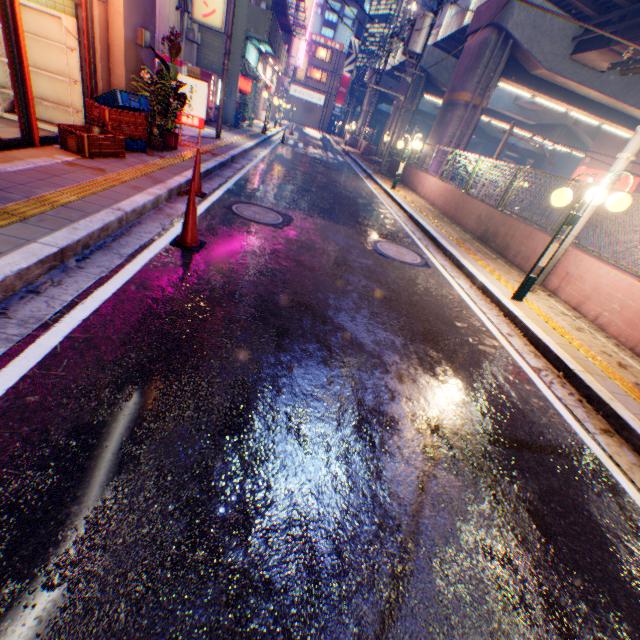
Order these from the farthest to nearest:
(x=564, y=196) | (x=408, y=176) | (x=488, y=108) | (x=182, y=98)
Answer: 1. (x=488, y=108)
2. (x=408, y=176)
3. (x=182, y=98)
4. (x=564, y=196)

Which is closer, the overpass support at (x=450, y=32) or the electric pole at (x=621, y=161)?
the electric pole at (x=621, y=161)

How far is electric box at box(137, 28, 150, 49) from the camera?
6.93m

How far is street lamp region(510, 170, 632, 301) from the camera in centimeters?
488cm

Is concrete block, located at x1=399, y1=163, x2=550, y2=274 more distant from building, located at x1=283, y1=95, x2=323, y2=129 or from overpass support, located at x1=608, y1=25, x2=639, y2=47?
building, located at x1=283, y1=95, x2=323, y2=129

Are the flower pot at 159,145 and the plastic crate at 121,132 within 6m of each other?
yes

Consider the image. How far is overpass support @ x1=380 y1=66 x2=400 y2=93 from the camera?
41.9 meters

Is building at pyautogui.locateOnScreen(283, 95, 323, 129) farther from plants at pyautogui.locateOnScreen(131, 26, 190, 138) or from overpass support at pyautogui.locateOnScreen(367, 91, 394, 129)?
plants at pyautogui.locateOnScreen(131, 26, 190, 138)
